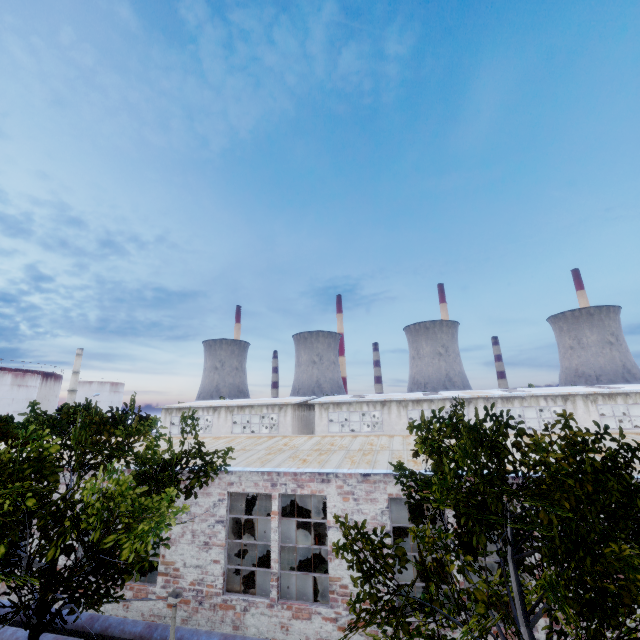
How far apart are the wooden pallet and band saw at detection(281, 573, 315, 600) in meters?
3.1 m

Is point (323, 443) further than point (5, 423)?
Yes

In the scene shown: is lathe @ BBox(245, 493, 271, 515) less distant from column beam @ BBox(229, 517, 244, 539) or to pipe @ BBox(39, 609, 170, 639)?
column beam @ BBox(229, 517, 244, 539)

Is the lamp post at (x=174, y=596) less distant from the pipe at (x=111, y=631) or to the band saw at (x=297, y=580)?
the pipe at (x=111, y=631)

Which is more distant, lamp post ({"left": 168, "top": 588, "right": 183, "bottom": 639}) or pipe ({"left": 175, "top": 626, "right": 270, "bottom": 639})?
pipe ({"left": 175, "top": 626, "right": 270, "bottom": 639})

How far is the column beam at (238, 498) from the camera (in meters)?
14.30

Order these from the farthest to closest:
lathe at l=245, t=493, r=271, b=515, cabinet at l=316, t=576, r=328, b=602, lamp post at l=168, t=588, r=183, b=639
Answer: lathe at l=245, t=493, r=271, b=515 < cabinet at l=316, t=576, r=328, b=602 < lamp post at l=168, t=588, r=183, b=639

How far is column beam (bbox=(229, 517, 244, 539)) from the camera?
14.03m
